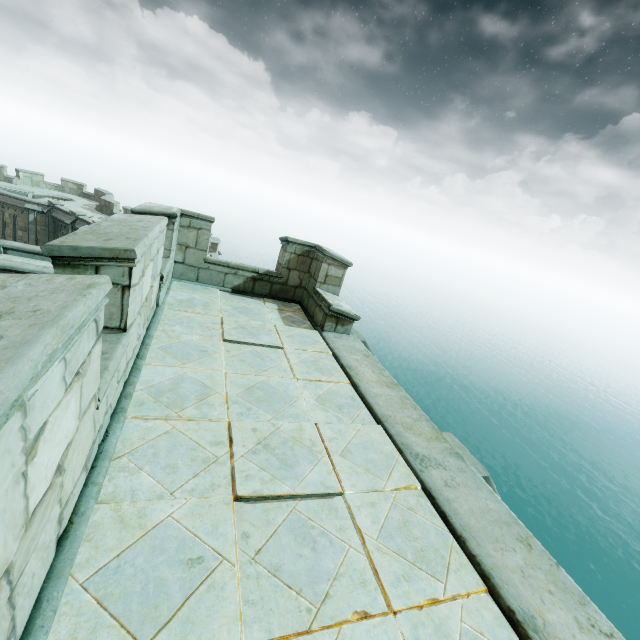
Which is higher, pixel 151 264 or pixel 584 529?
pixel 151 264
